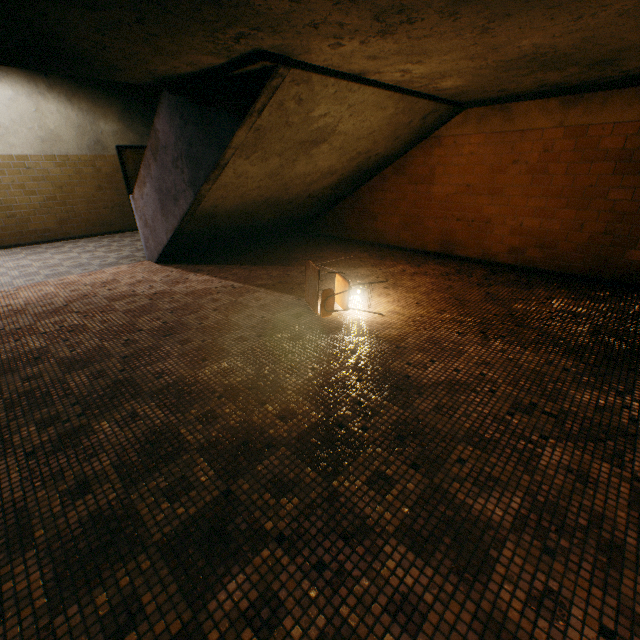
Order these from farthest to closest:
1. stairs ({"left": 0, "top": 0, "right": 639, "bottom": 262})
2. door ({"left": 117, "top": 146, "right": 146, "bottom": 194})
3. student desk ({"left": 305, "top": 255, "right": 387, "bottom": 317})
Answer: door ({"left": 117, "top": 146, "right": 146, "bottom": 194}), student desk ({"left": 305, "top": 255, "right": 387, "bottom": 317}), stairs ({"left": 0, "top": 0, "right": 639, "bottom": 262})

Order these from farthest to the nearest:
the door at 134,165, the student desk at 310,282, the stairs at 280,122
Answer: the door at 134,165, the student desk at 310,282, the stairs at 280,122

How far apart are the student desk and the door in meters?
7.8 m

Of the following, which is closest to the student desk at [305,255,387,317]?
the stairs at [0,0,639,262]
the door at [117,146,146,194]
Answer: the stairs at [0,0,639,262]

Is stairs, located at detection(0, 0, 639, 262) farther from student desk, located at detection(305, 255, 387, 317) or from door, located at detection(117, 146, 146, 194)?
door, located at detection(117, 146, 146, 194)

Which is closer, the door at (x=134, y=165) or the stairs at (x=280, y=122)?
the stairs at (x=280, y=122)

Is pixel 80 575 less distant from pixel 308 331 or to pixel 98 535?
pixel 98 535

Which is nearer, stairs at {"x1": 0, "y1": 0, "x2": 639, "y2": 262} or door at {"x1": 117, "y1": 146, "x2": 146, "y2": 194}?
stairs at {"x1": 0, "y1": 0, "x2": 639, "y2": 262}
